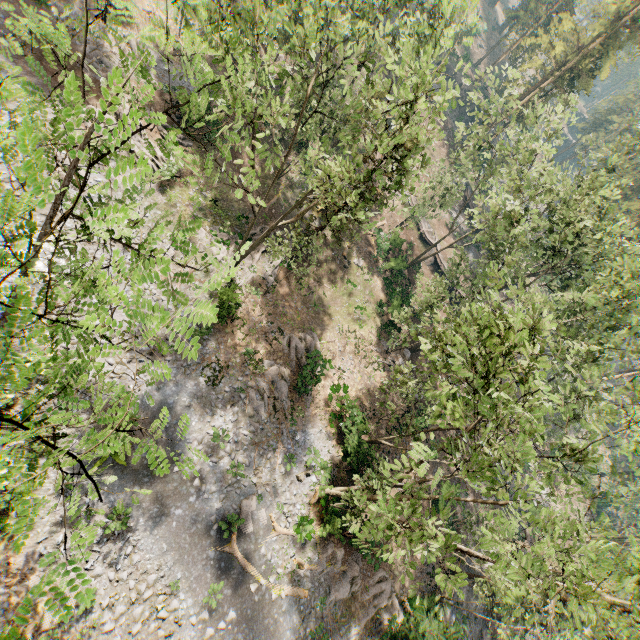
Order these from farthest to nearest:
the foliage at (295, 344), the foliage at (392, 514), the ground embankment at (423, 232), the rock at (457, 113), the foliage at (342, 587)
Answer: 1. the rock at (457, 113)
2. the ground embankment at (423, 232)
3. the foliage at (295, 344)
4. the foliage at (342, 587)
5. the foliage at (392, 514)

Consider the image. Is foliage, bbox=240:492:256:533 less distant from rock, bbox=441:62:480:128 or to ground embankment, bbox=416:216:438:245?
ground embankment, bbox=416:216:438:245

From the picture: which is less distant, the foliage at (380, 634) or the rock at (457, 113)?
the foliage at (380, 634)

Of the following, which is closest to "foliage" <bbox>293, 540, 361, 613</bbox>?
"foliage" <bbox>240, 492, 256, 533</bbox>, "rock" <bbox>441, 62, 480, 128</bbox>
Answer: "rock" <bbox>441, 62, 480, 128</bbox>

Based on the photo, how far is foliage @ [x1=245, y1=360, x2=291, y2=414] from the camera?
22.11m

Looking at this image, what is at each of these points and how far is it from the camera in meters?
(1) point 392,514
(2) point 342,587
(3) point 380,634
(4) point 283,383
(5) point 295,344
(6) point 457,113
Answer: (1) foliage, 9.7 m
(2) foliage, 20.8 m
(3) foliage, 21.3 m
(4) foliage, 23.6 m
(5) foliage, 25.7 m
(6) rock, 58.5 m

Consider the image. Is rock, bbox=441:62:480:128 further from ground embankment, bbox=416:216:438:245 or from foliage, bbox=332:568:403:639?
ground embankment, bbox=416:216:438:245

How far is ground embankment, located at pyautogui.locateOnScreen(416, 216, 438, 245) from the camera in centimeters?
4200cm
